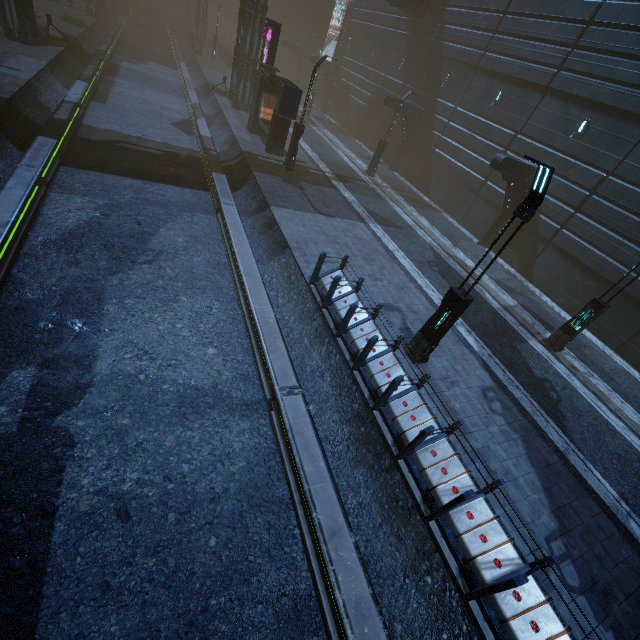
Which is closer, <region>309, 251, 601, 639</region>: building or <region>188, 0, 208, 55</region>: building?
<region>309, 251, 601, 639</region>: building

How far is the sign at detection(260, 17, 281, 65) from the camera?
20.1m

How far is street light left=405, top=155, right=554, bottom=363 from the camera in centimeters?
631cm

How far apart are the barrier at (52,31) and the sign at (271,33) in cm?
1377

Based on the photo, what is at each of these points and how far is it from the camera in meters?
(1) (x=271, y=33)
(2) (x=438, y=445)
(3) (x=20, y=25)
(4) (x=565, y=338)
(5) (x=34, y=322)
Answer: (1) sign, 20.6
(2) building, 6.8
(3) building, 19.1
(4) street light, 12.6
(5) train rail, 7.6

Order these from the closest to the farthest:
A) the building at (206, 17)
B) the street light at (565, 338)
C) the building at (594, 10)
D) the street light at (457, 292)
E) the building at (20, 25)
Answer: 1. the street light at (457, 292)
2. the street light at (565, 338)
3. the building at (594, 10)
4. the building at (20, 25)
5. the building at (206, 17)

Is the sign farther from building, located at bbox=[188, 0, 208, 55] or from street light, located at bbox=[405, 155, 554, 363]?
street light, located at bbox=[405, 155, 554, 363]
